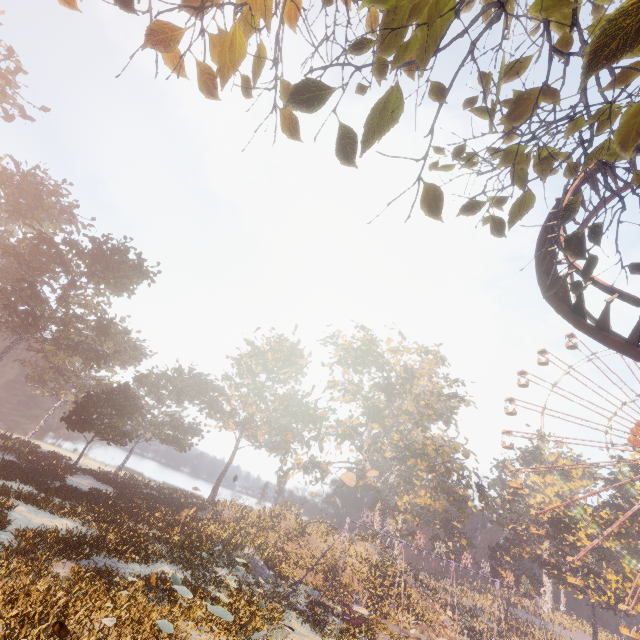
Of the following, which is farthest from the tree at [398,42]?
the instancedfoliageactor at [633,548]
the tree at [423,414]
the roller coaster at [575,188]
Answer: the instancedfoliageactor at [633,548]

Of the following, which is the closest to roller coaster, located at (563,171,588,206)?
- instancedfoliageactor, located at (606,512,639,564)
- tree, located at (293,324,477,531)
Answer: tree, located at (293,324,477,531)

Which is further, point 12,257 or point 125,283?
point 12,257

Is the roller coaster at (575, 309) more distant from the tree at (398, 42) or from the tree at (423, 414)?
the tree at (423, 414)

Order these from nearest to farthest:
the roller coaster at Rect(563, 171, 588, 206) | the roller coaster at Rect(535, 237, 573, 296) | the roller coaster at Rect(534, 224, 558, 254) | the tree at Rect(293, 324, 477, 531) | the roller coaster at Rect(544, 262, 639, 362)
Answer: the roller coaster at Rect(544, 262, 639, 362), the roller coaster at Rect(535, 237, 573, 296), the roller coaster at Rect(534, 224, 558, 254), the roller coaster at Rect(563, 171, 588, 206), the tree at Rect(293, 324, 477, 531)

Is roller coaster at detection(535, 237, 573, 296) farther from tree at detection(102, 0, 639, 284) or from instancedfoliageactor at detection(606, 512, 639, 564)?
instancedfoliageactor at detection(606, 512, 639, 564)

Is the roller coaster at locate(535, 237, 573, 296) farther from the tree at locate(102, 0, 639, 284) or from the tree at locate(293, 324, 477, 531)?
the tree at locate(293, 324, 477, 531)
